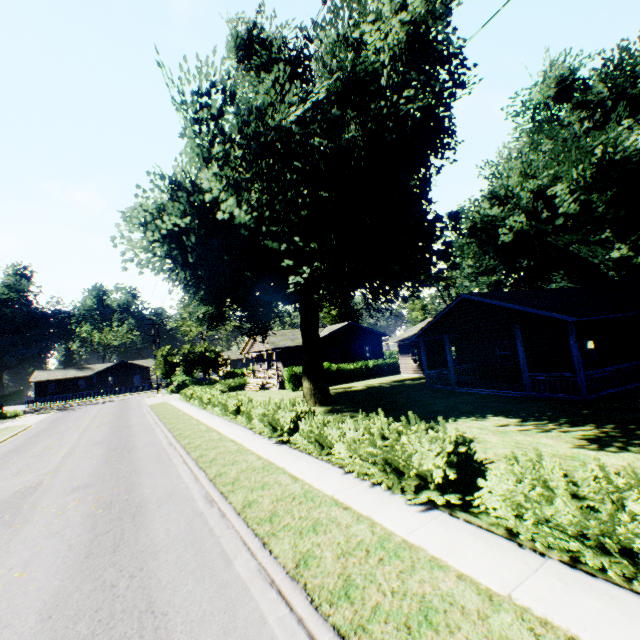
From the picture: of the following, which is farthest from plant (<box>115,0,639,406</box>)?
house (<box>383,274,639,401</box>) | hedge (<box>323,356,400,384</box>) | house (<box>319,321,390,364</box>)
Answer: house (<box>383,274,639,401</box>)

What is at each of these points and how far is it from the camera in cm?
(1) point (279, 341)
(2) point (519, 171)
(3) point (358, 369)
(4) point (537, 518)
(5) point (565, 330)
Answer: (1) house, 3541
(2) plant, 2912
(3) hedge, 3444
(4) hedge, 513
(5) house, 1878

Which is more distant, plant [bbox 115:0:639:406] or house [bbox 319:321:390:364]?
house [bbox 319:321:390:364]

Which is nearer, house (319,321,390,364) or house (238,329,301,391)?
house (238,329,301,391)

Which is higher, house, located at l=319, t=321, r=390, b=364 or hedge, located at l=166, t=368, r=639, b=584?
house, located at l=319, t=321, r=390, b=364

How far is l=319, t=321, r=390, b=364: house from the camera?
37.3 meters

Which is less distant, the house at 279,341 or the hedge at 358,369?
the hedge at 358,369

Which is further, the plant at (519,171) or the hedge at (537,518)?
the plant at (519,171)
